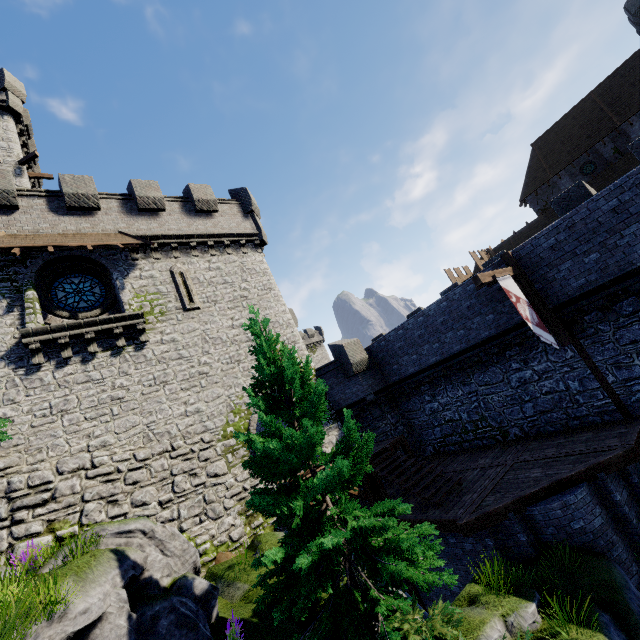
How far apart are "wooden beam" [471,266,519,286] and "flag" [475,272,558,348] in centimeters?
0cm

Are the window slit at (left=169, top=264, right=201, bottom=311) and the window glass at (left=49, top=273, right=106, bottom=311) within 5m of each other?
yes

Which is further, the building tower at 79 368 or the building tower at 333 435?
the building tower at 333 435

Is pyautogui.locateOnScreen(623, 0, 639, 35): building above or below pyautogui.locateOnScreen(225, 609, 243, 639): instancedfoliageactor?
above

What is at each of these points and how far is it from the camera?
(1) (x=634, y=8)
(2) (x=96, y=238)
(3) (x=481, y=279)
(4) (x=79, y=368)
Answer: (1) building, 26.9 meters
(2) awning, 14.6 meters
(3) wooden beam, 10.3 meters
(4) building tower, 12.7 meters

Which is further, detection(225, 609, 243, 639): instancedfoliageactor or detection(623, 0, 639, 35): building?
detection(623, 0, 639, 35): building

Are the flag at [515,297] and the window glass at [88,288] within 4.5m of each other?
no

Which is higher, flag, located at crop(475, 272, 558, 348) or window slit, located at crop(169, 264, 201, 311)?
window slit, located at crop(169, 264, 201, 311)
